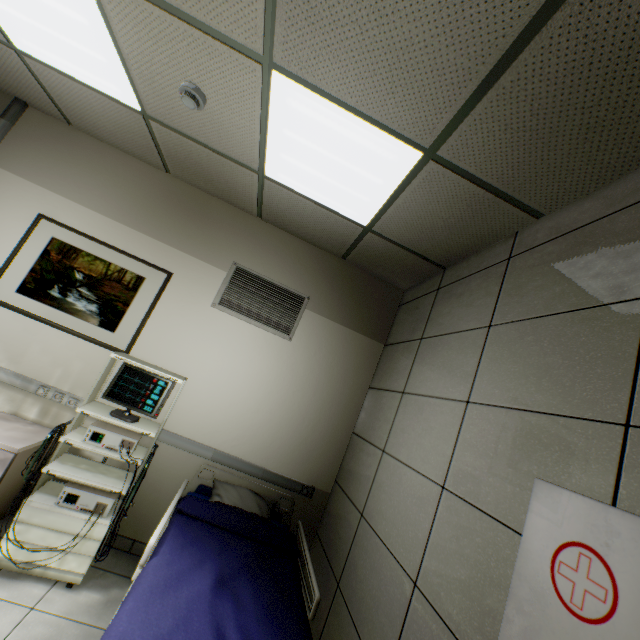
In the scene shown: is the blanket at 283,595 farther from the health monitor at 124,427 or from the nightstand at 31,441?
the nightstand at 31,441

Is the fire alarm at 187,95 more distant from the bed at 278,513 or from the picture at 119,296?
the bed at 278,513

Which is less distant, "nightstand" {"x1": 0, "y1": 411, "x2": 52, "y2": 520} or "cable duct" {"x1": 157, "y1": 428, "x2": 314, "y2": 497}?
"nightstand" {"x1": 0, "y1": 411, "x2": 52, "y2": 520}

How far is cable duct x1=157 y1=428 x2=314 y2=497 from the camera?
2.9 meters

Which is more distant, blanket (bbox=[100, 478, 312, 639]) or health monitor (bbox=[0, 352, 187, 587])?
health monitor (bbox=[0, 352, 187, 587])

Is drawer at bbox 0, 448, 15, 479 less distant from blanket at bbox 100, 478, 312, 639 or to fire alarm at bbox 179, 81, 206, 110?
blanket at bbox 100, 478, 312, 639

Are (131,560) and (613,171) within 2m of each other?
no

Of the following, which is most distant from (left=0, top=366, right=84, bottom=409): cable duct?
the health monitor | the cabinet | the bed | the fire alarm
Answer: the cabinet
